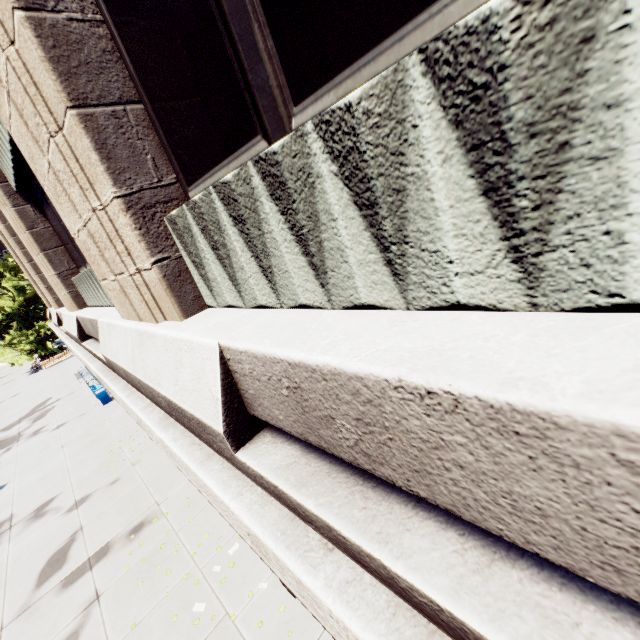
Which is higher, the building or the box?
the building

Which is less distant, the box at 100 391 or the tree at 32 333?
the box at 100 391

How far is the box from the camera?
19.4 meters

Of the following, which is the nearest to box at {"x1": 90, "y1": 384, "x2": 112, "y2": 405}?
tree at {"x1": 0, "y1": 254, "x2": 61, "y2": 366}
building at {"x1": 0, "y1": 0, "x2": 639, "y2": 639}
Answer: building at {"x1": 0, "y1": 0, "x2": 639, "y2": 639}

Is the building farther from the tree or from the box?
the tree

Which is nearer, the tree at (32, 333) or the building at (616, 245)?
the building at (616, 245)

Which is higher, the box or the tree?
the tree

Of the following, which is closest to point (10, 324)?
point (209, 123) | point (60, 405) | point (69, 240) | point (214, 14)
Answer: point (60, 405)
